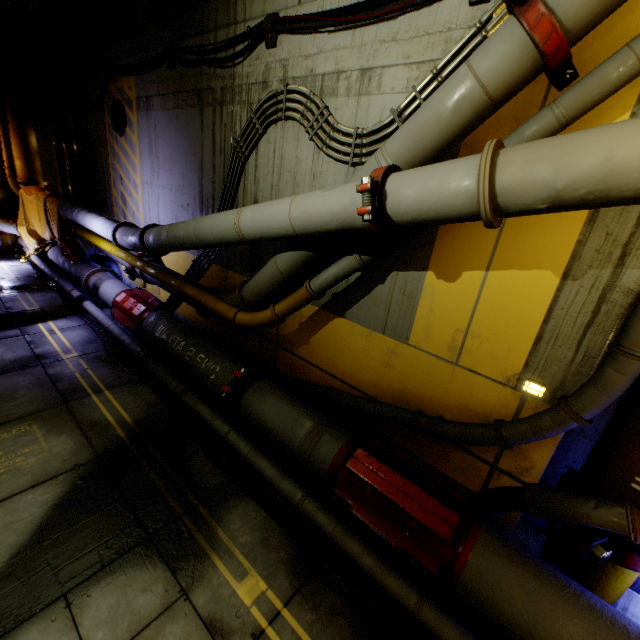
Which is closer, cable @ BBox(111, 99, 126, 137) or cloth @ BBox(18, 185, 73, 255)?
cable @ BBox(111, 99, 126, 137)

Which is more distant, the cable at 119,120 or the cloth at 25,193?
the cloth at 25,193

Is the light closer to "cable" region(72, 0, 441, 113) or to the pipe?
the pipe

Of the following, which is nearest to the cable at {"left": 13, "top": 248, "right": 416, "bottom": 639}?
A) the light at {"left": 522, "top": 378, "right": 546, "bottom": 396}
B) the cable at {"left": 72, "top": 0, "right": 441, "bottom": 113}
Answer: the light at {"left": 522, "top": 378, "right": 546, "bottom": 396}

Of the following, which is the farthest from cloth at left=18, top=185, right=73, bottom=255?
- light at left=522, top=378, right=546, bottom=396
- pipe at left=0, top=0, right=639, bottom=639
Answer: light at left=522, top=378, right=546, bottom=396

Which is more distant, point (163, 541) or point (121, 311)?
point (121, 311)

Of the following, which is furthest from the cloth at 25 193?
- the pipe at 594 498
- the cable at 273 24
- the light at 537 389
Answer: the light at 537 389

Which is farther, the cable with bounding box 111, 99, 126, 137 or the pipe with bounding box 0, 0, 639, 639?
the cable with bounding box 111, 99, 126, 137
